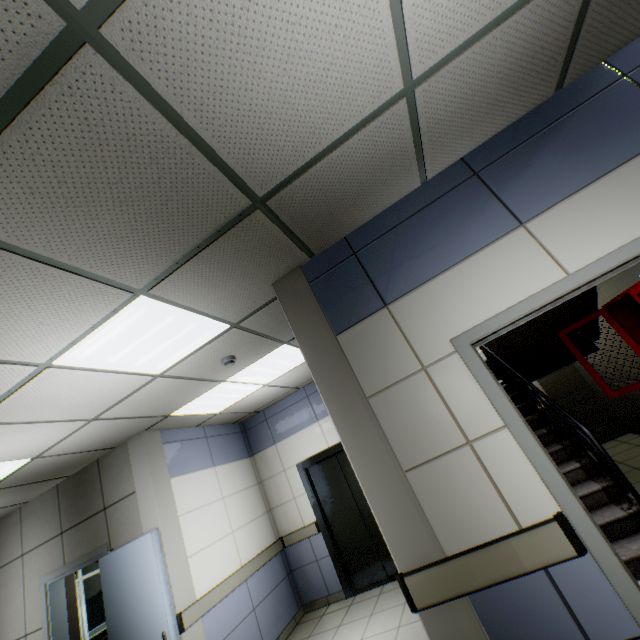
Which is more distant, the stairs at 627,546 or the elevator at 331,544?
the elevator at 331,544

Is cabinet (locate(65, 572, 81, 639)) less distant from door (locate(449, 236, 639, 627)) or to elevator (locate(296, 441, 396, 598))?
elevator (locate(296, 441, 396, 598))

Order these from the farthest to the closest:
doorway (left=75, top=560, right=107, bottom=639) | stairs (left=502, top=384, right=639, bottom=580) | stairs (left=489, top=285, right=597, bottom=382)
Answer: doorway (left=75, top=560, right=107, bottom=639) < stairs (left=489, top=285, right=597, bottom=382) < stairs (left=502, top=384, right=639, bottom=580)

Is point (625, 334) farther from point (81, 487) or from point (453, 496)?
point (81, 487)

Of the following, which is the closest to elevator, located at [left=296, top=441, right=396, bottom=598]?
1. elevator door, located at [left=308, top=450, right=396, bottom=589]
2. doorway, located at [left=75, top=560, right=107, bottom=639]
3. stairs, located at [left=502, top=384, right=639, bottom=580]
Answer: elevator door, located at [left=308, top=450, right=396, bottom=589]

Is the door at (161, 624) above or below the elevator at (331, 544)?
above

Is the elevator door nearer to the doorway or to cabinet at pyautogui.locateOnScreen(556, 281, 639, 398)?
cabinet at pyautogui.locateOnScreen(556, 281, 639, 398)

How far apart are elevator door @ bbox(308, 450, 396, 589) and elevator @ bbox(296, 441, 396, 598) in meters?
0.0 m
